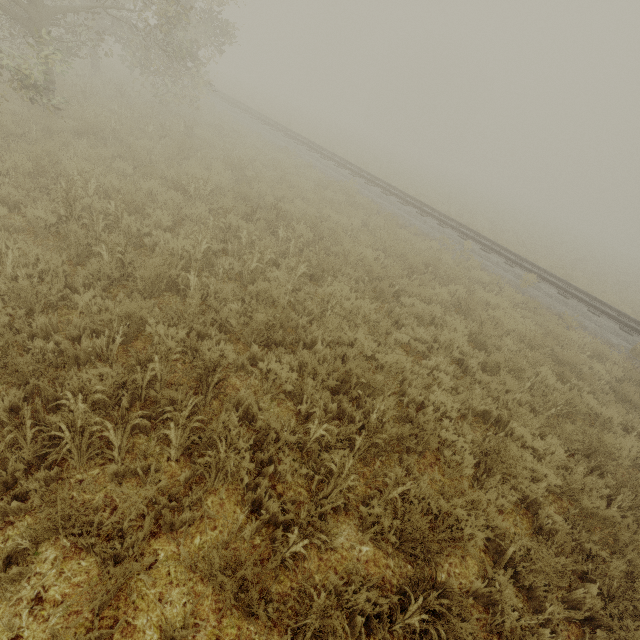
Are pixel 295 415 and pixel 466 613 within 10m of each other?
yes

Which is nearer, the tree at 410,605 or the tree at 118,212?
the tree at 410,605

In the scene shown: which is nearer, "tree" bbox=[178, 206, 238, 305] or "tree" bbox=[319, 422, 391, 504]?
"tree" bbox=[319, 422, 391, 504]

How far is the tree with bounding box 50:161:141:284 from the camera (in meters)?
4.67

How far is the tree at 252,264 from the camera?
6.1 meters

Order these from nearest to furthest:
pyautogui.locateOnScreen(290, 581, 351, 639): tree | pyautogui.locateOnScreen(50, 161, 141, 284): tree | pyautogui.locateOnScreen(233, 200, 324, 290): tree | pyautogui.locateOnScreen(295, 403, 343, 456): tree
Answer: pyautogui.locateOnScreen(290, 581, 351, 639): tree
pyautogui.locateOnScreen(295, 403, 343, 456): tree
pyautogui.locateOnScreen(50, 161, 141, 284): tree
pyautogui.locateOnScreen(233, 200, 324, 290): tree
